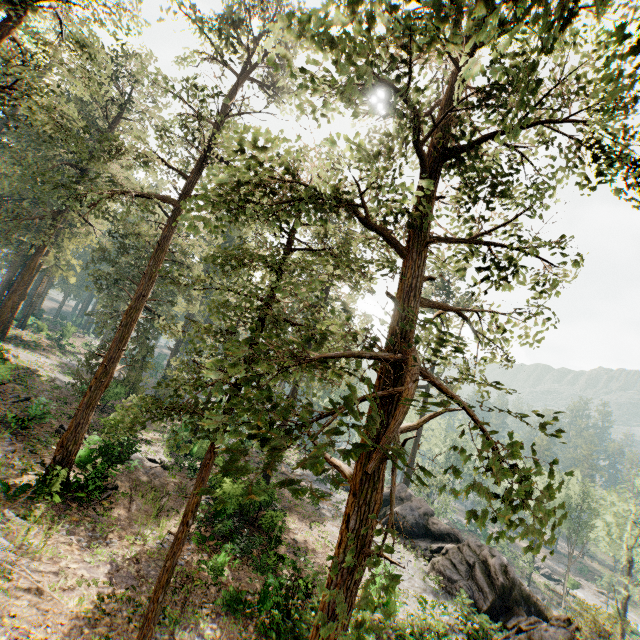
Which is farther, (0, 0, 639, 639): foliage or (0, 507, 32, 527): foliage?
(0, 507, 32, 527): foliage

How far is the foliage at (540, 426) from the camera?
4.6 meters

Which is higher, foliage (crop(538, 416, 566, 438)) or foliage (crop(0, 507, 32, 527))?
foliage (crop(538, 416, 566, 438))

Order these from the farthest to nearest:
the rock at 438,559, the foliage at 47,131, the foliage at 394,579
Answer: the rock at 438,559 → the foliage at 47,131 → the foliage at 394,579

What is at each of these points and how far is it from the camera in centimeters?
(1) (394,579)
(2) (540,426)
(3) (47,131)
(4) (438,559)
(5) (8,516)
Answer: (1) foliage, 325cm
(2) foliage, 491cm
(3) foliage, 2456cm
(4) rock, 2372cm
(5) foliage, 1265cm

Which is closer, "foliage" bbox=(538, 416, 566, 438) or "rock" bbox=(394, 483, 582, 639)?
"foliage" bbox=(538, 416, 566, 438)

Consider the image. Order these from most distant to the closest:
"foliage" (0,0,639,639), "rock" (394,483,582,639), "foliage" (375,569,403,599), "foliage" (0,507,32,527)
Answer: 1. "rock" (394,483,582,639)
2. "foliage" (0,507,32,527)
3. "foliage" (0,0,639,639)
4. "foliage" (375,569,403,599)
